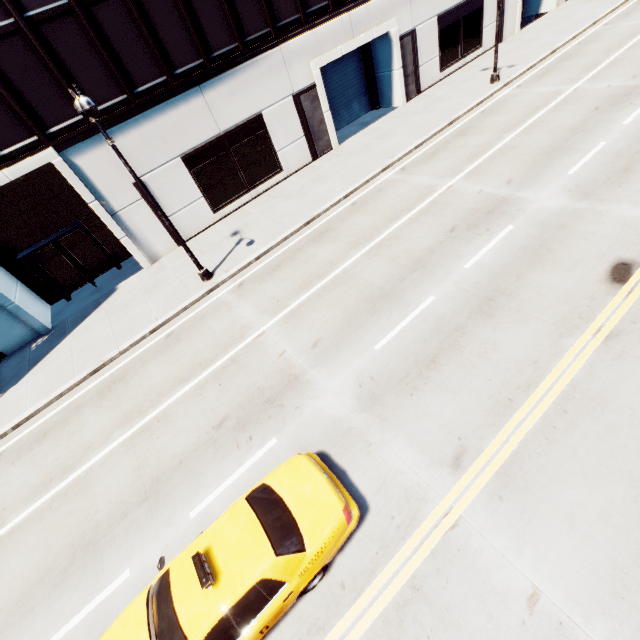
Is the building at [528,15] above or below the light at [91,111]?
below

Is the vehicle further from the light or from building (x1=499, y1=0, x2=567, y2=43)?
building (x1=499, y1=0, x2=567, y2=43)

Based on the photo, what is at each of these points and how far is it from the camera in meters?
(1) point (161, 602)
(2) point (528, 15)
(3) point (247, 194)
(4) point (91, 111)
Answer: (1) vehicle, 5.3 m
(2) building, 29.5 m
(3) building, 19.0 m
(4) light, 9.1 m

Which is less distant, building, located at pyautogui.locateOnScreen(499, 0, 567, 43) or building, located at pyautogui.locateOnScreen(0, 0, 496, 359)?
building, located at pyautogui.locateOnScreen(0, 0, 496, 359)

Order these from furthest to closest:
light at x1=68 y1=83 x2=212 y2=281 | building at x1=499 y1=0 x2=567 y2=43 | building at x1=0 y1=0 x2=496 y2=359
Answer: building at x1=499 y1=0 x2=567 y2=43 → building at x1=0 y1=0 x2=496 y2=359 → light at x1=68 y1=83 x2=212 y2=281

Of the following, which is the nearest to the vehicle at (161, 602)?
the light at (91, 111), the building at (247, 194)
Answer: the light at (91, 111)

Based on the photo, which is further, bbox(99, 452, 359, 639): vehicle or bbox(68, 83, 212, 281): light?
bbox(68, 83, 212, 281): light
